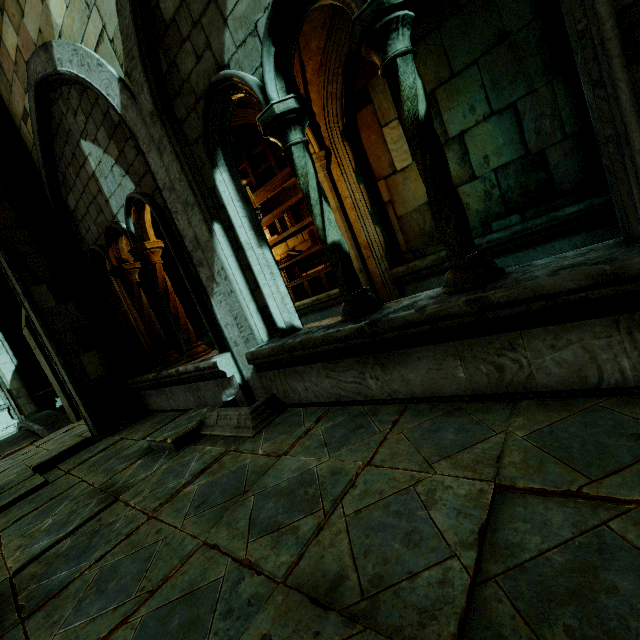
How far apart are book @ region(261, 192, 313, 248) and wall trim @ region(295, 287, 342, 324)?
1.5 meters

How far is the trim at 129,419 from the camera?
5.5 meters

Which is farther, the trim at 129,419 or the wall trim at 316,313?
the wall trim at 316,313

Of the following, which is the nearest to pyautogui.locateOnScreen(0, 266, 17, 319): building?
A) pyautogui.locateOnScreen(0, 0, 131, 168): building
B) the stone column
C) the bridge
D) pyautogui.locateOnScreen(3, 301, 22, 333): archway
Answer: pyautogui.locateOnScreen(3, 301, 22, 333): archway

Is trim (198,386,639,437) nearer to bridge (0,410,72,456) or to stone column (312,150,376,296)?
stone column (312,150,376,296)

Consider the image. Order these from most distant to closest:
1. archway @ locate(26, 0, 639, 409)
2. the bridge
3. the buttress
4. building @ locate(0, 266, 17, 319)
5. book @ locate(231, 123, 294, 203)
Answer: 1. building @ locate(0, 266, 17, 319)
2. the buttress
3. the bridge
4. book @ locate(231, 123, 294, 203)
5. archway @ locate(26, 0, 639, 409)

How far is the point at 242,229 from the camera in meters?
3.3 m

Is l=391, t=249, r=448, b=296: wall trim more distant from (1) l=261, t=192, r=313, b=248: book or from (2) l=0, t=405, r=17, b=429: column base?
(2) l=0, t=405, r=17, b=429: column base
